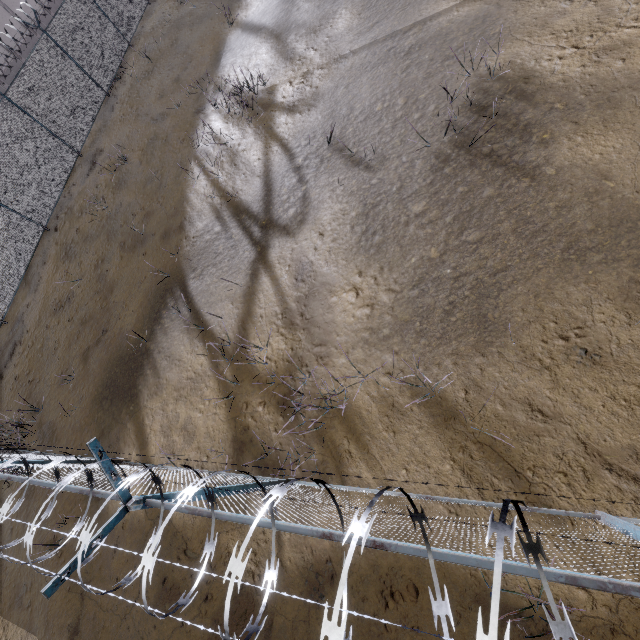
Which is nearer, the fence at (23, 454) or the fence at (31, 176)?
the fence at (23, 454)

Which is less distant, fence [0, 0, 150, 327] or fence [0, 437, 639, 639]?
fence [0, 437, 639, 639]

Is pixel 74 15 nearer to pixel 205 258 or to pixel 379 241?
pixel 205 258
